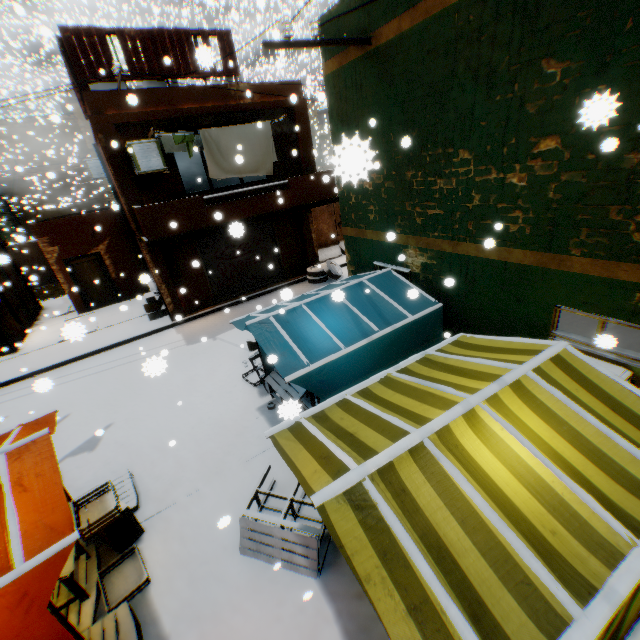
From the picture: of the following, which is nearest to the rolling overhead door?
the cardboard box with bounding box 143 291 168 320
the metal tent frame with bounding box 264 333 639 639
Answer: the metal tent frame with bounding box 264 333 639 639

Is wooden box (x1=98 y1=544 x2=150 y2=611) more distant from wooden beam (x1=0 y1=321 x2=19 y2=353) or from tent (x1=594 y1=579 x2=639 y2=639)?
wooden beam (x1=0 y1=321 x2=19 y2=353)

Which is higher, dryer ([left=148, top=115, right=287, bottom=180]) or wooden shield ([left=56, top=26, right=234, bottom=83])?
wooden shield ([left=56, top=26, right=234, bottom=83])

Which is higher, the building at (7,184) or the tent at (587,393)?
the building at (7,184)

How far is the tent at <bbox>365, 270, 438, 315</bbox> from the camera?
5.54m

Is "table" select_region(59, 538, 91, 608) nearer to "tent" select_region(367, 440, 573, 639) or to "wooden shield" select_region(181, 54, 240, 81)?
"tent" select_region(367, 440, 573, 639)

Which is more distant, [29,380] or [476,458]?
[29,380]

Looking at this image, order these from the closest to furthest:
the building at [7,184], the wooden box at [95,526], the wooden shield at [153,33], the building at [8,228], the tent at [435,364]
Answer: the tent at [435,364] < the wooden box at [95,526] < the wooden shield at [153,33] < the building at [8,228] < the building at [7,184]
